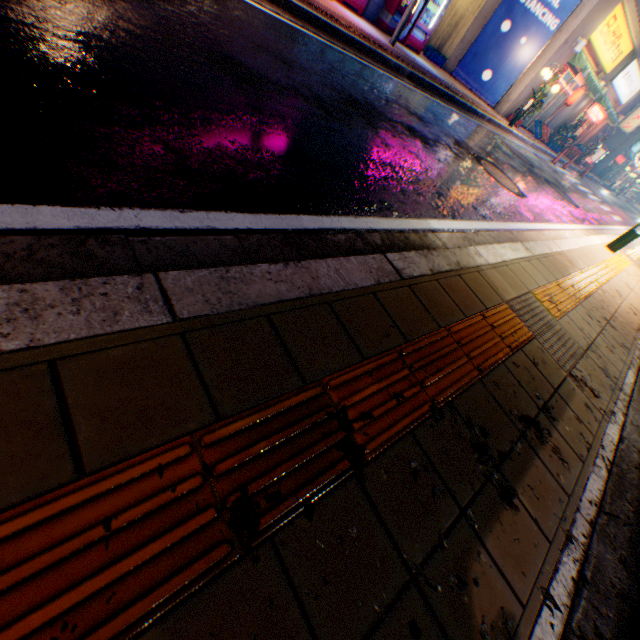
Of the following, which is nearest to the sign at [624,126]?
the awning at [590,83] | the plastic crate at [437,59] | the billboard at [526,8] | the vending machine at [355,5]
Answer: the awning at [590,83]

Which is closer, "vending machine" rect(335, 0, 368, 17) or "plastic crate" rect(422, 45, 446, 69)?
"vending machine" rect(335, 0, 368, 17)

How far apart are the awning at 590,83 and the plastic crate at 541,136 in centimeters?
215cm

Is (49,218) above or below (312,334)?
below

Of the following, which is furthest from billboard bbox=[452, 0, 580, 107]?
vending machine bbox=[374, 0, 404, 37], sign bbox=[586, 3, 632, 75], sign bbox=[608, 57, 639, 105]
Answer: sign bbox=[608, 57, 639, 105]

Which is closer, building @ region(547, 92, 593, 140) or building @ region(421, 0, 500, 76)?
building @ region(421, 0, 500, 76)

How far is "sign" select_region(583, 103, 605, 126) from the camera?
20.9 meters

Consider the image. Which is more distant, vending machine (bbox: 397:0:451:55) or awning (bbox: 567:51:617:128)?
awning (bbox: 567:51:617:128)
